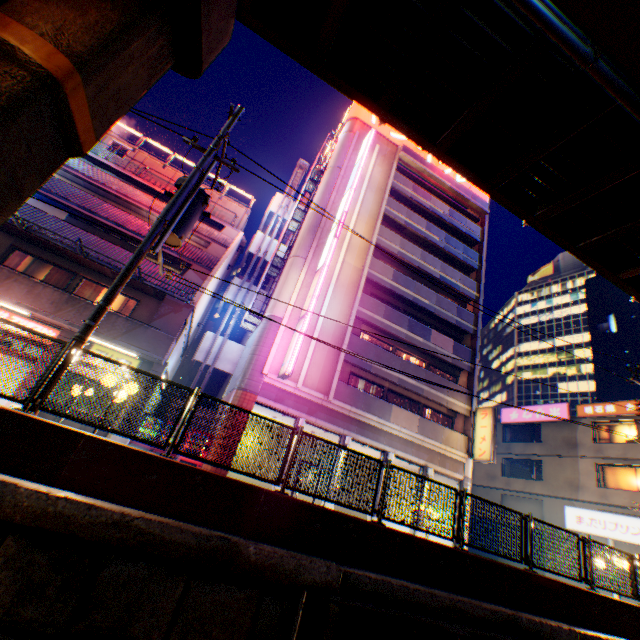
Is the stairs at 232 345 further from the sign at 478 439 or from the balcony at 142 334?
the sign at 478 439

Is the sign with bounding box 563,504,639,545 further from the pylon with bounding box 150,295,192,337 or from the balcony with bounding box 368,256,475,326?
the pylon with bounding box 150,295,192,337

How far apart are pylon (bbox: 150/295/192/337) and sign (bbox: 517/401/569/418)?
28.9 meters

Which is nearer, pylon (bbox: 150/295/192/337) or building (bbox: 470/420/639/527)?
pylon (bbox: 150/295/192/337)

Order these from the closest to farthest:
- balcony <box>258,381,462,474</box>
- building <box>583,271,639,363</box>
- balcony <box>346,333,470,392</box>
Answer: balcony <box>258,381,462,474</box>, balcony <box>346,333,470,392</box>, building <box>583,271,639,363</box>

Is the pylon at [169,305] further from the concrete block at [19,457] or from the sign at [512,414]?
the sign at [512,414]

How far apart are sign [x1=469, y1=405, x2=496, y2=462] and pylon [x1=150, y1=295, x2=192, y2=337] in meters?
18.6

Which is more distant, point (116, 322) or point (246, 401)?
point (246, 401)
